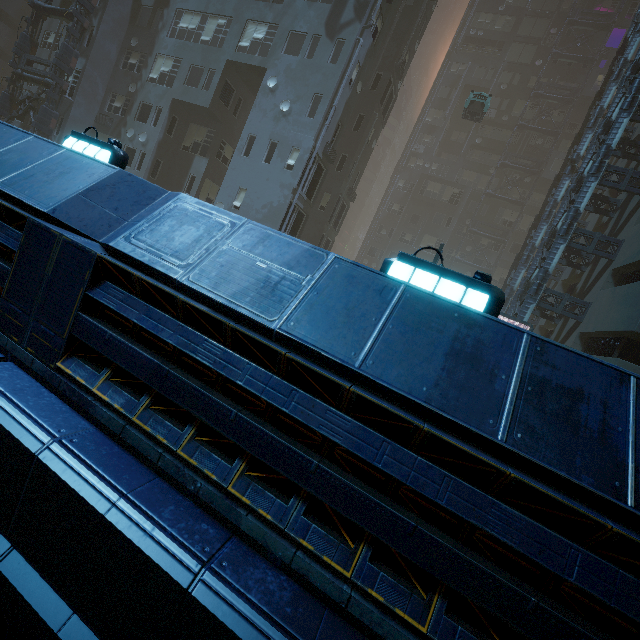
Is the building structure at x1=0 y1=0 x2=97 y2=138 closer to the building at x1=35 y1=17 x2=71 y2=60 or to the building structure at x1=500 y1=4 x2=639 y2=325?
the building at x1=35 y1=17 x2=71 y2=60

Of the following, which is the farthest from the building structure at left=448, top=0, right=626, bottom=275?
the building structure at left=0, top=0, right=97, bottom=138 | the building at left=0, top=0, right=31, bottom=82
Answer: the building structure at left=0, top=0, right=97, bottom=138

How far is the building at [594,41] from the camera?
34.3 meters

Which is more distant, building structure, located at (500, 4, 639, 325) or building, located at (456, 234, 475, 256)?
building, located at (456, 234, 475, 256)

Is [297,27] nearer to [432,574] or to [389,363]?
[389,363]
